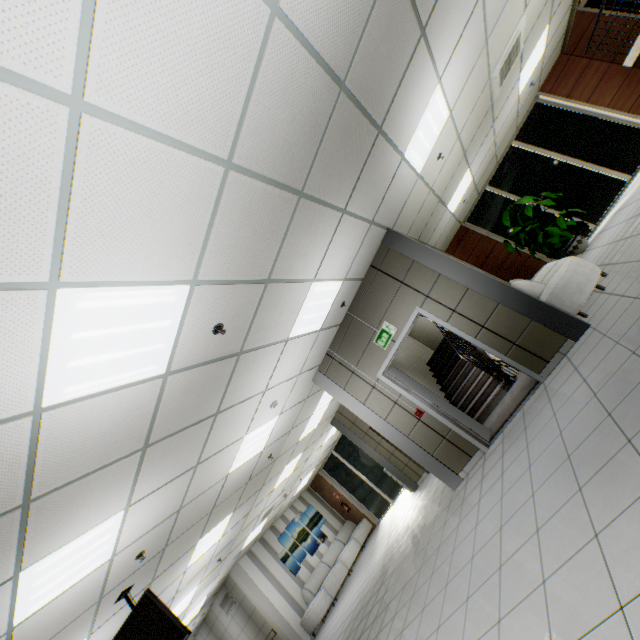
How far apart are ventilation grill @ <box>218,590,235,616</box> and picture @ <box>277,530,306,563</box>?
1.82m

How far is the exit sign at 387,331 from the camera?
5.83m

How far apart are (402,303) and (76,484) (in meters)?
4.97

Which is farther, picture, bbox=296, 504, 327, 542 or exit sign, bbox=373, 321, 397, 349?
picture, bbox=296, 504, 327, 542

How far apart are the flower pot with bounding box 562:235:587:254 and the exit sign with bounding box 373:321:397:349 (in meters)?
6.21

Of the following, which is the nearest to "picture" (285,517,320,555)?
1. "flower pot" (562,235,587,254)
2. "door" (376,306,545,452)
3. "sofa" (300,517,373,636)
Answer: "sofa" (300,517,373,636)

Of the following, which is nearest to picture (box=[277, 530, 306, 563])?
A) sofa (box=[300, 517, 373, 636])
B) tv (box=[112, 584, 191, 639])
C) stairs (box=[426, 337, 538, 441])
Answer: sofa (box=[300, 517, 373, 636])

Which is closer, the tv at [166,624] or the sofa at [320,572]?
the tv at [166,624]
